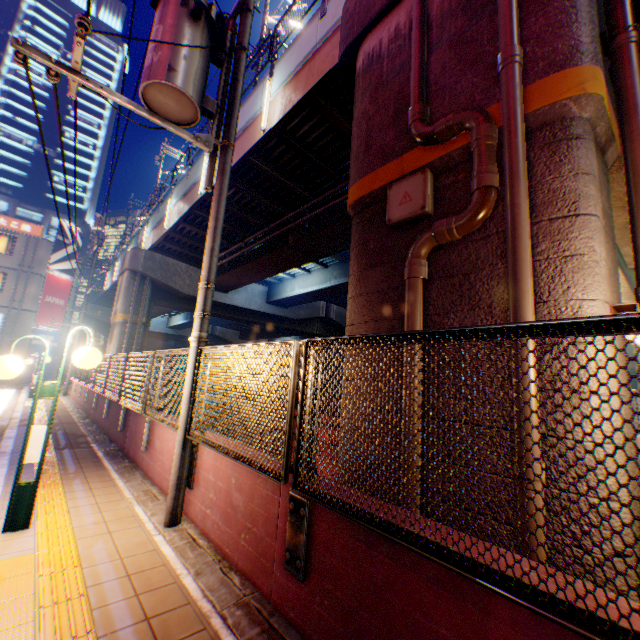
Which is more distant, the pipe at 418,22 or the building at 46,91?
→ the building at 46,91

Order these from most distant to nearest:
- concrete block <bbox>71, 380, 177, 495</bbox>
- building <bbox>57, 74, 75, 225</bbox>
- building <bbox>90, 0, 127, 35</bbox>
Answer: building <bbox>90, 0, 127, 35</bbox> → building <bbox>57, 74, 75, 225</bbox> → concrete block <bbox>71, 380, 177, 495</bbox>

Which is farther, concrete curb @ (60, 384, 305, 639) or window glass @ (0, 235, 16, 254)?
window glass @ (0, 235, 16, 254)

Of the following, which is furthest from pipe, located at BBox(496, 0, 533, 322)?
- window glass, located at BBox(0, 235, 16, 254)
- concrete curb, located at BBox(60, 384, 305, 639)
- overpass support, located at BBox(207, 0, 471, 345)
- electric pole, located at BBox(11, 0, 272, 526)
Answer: A: window glass, located at BBox(0, 235, 16, 254)

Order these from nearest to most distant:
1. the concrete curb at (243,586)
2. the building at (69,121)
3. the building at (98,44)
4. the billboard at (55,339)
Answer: the concrete curb at (243,586)
the billboard at (55,339)
the building at (69,121)
the building at (98,44)

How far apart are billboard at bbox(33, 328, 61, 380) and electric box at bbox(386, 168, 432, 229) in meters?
31.9

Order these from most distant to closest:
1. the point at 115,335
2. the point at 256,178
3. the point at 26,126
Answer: the point at 26,126, the point at 115,335, the point at 256,178

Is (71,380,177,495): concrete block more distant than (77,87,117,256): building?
No
